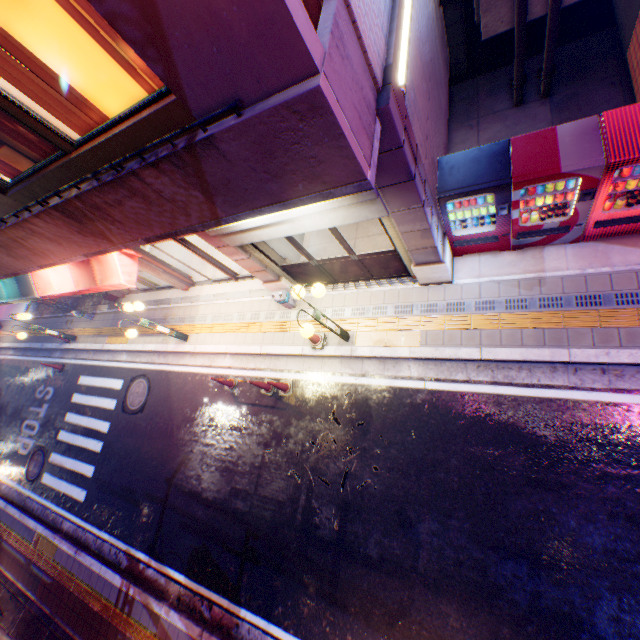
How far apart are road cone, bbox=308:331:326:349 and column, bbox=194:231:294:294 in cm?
128

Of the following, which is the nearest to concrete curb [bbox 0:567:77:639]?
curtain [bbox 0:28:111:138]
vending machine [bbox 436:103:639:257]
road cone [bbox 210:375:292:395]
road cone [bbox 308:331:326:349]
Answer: road cone [bbox 210:375:292:395]

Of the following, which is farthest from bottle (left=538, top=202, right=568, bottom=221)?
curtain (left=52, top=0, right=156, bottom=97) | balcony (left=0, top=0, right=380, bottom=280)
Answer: curtain (left=52, top=0, right=156, bottom=97)

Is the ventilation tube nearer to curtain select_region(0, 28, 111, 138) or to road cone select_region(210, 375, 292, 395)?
curtain select_region(0, 28, 111, 138)

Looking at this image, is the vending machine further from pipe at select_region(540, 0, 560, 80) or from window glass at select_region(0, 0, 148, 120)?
window glass at select_region(0, 0, 148, 120)

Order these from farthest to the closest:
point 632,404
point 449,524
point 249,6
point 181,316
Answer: point 181,316 < point 449,524 < point 632,404 < point 249,6

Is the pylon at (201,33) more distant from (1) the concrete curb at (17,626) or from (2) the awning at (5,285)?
(1) the concrete curb at (17,626)

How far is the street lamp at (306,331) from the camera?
6.0 meters
